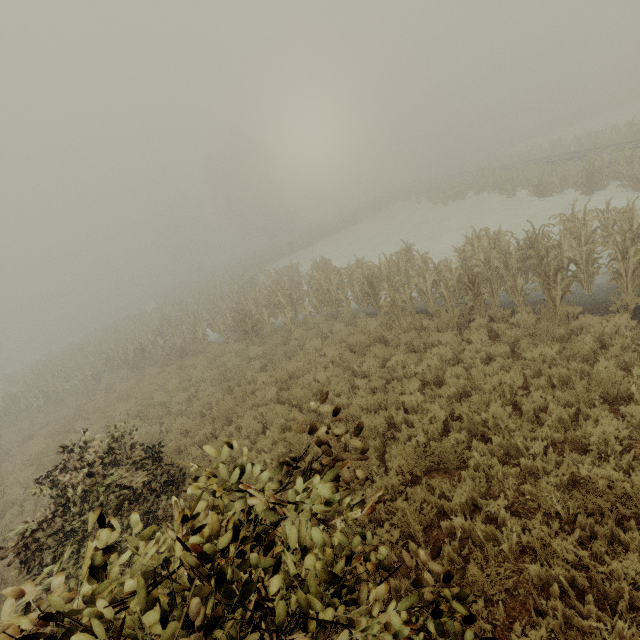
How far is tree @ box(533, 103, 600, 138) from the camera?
46.9m

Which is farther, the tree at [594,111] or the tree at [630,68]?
the tree at [630,68]

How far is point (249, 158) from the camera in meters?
53.0

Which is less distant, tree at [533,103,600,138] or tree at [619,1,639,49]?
tree at [533,103,600,138]

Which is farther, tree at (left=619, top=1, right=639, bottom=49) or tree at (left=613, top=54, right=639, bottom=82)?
tree at (left=613, top=54, right=639, bottom=82)

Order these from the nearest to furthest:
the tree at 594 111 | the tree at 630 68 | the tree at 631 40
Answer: the tree at 594 111, the tree at 631 40, the tree at 630 68

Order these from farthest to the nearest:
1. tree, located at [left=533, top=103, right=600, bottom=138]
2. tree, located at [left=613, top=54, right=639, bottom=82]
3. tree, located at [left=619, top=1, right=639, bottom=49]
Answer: tree, located at [left=613, top=54, right=639, bottom=82]
tree, located at [left=619, top=1, right=639, bottom=49]
tree, located at [left=533, top=103, right=600, bottom=138]
